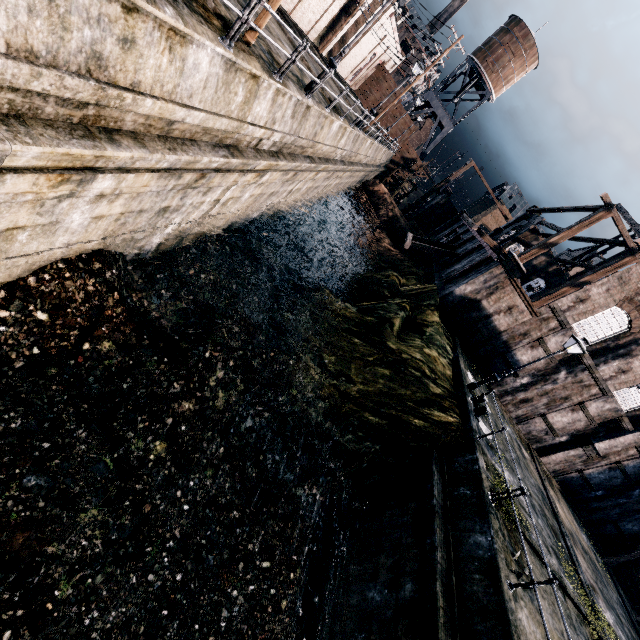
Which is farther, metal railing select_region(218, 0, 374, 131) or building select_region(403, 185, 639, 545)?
building select_region(403, 185, 639, 545)

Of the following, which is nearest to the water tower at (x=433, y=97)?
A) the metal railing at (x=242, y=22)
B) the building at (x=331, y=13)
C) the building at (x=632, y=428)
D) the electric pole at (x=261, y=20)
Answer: the building at (x=331, y=13)

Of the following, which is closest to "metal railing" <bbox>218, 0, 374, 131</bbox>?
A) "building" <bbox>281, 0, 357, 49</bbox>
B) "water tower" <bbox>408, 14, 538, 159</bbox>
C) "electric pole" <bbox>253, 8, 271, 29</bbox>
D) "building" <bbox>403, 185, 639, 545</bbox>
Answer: "electric pole" <bbox>253, 8, 271, 29</bbox>

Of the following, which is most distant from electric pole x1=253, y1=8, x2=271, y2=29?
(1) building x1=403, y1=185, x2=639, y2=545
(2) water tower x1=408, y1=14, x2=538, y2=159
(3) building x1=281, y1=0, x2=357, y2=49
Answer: (2) water tower x1=408, y1=14, x2=538, y2=159

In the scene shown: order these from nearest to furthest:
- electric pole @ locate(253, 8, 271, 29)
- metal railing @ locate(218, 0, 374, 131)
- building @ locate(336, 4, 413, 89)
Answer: metal railing @ locate(218, 0, 374, 131) < electric pole @ locate(253, 8, 271, 29) < building @ locate(336, 4, 413, 89)

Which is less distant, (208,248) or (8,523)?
(8,523)

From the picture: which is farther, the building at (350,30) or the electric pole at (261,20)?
the building at (350,30)

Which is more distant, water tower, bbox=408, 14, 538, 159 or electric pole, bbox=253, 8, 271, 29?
water tower, bbox=408, 14, 538, 159
